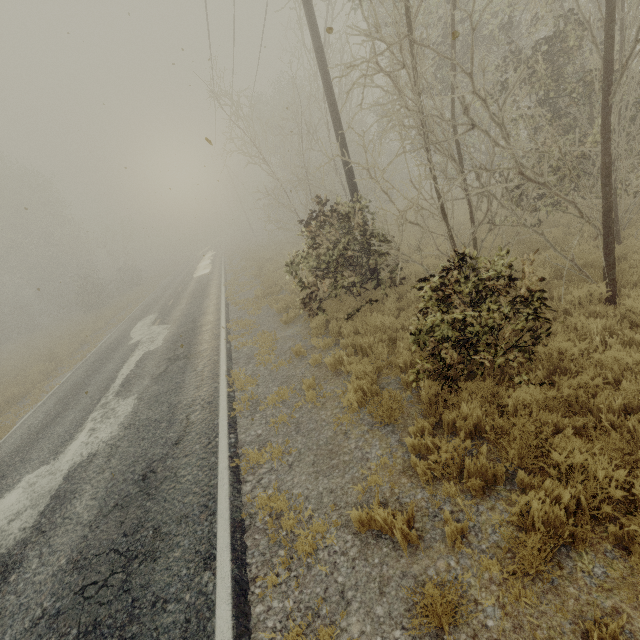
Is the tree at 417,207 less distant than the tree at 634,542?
No

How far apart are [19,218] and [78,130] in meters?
20.8

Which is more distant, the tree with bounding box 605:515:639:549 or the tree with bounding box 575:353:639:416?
the tree with bounding box 575:353:639:416

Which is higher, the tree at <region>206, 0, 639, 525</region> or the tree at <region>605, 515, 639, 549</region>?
the tree at <region>206, 0, 639, 525</region>
